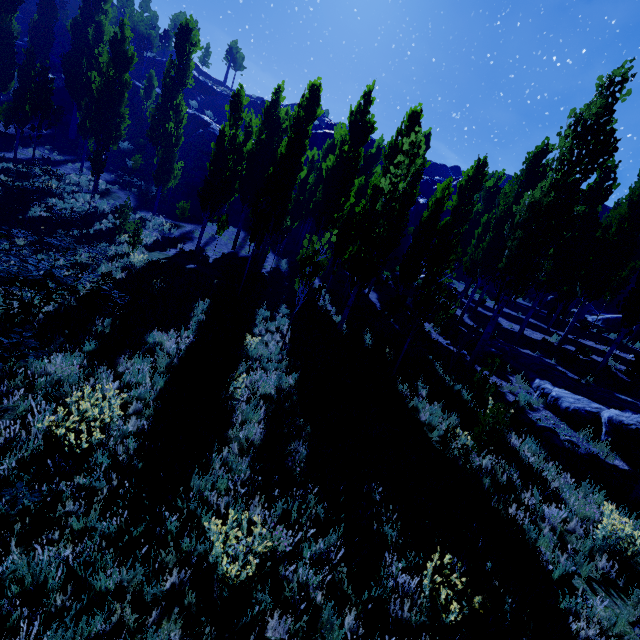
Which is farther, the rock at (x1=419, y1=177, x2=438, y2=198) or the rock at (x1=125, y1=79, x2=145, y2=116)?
the rock at (x1=419, y1=177, x2=438, y2=198)

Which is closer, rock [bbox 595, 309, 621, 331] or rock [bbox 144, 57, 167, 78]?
rock [bbox 595, 309, 621, 331]

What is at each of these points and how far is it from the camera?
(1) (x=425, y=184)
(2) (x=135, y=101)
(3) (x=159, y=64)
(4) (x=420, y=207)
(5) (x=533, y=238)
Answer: (1) rock, 58.16m
(2) rock, 40.06m
(3) rock, 56.16m
(4) rock, 47.19m
(5) instancedfoliageactor, 11.85m

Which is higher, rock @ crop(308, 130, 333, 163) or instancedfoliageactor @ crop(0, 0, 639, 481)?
rock @ crop(308, 130, 333, 163)

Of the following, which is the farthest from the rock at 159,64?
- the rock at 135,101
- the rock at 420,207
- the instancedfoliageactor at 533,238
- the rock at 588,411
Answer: the rock at 588,411

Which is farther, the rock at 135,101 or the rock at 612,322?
the rock at 135,101

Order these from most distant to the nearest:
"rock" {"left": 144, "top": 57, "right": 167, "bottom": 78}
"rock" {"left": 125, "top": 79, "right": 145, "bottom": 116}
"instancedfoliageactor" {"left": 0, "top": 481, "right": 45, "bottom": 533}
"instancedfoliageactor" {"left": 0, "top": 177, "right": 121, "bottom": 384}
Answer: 1. "rock" {"left": 144, "top": 57, "right": 167, "bottom": 78}
2. "rock" {"left": 125, "top": 79, "right": 145, "bottom": 116}
3. "instancedfoliageactor" {"left": 0, "top": 177, "right": 121, "bottom": 384}
4. "instancedfoliageactor" {"left": 0, "top": 481, "right": 45, "bottom": 533}

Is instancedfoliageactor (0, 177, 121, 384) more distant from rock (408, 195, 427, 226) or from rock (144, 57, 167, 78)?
rock (408, 195, 427, 226)
